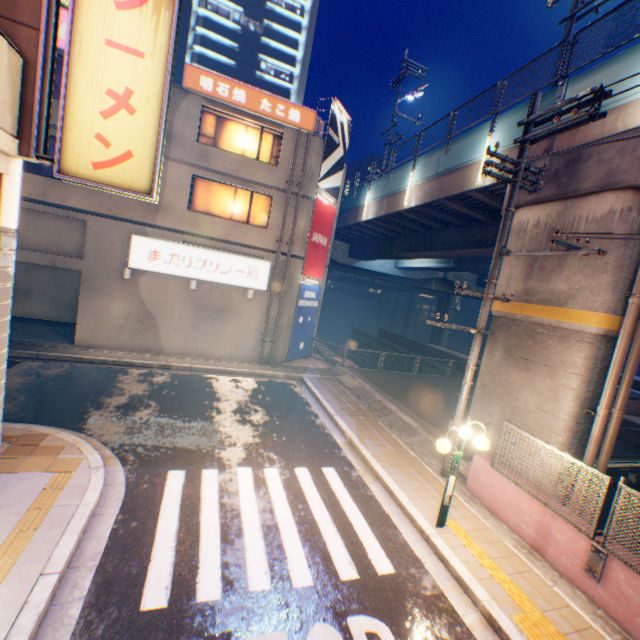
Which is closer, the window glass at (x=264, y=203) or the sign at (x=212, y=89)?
the sign at (x=212, y=89)

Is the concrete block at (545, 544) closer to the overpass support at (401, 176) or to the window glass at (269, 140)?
the overpass support at (401, 176)

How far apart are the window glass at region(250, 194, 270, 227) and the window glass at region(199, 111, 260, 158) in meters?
1.5 m

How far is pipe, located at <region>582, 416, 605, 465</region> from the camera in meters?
7.5 m

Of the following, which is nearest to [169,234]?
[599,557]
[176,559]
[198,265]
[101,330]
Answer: [198,265]

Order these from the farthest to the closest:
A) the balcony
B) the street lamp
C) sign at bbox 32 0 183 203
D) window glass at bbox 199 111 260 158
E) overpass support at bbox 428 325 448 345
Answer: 1. overpass support at bbox 428 325 448 345
2. window glass at bbox 199 111 260 158
3. the street lamp
4. sign at bbox 32 0 183 203
5. the balcony

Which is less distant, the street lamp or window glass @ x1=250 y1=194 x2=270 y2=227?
the street lamp

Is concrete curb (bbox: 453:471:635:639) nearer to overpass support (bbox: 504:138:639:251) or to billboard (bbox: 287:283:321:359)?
overpass support (bbox: 504:138:639:251)
